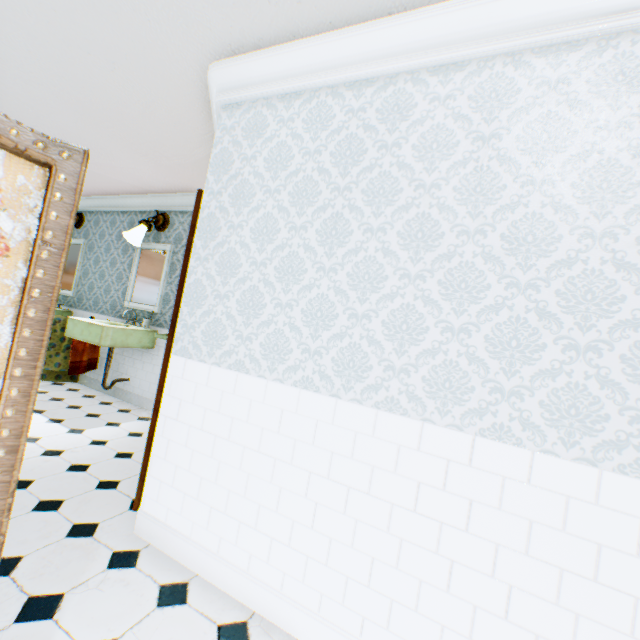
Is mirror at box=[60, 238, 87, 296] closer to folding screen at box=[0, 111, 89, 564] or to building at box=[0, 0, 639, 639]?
building at box=[0, 0, 639, 639]

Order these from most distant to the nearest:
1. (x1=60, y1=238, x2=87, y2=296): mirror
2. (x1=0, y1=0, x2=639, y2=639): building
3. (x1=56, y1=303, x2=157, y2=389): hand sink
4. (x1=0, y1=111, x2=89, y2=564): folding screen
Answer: (x1=60, y1=238, x2=87, y2=296): mirror
(x1=56, y1=303, x2=157, y2=389): hand sink
(x1=0, y1=0, x2=639, y2=639): building
(x1=0, y1=111, x2=89, y2=564): folding screen

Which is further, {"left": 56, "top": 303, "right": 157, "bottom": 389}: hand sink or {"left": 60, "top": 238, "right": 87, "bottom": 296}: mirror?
{"left": 60, "top": 238, "right": 87, "bottom": 296}: mirror

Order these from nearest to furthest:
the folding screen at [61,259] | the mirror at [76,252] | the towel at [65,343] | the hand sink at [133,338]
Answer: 1. the folding screen at [61,259]
2. the hand sink at [133,338]
3. the towel at [65,343]
4. the mirror at [76,252]

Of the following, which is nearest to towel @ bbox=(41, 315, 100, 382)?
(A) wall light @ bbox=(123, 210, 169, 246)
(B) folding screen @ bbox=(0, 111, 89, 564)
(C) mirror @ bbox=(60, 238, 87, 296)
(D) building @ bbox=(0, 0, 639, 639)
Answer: (D) building @ bbox=(0, 0, 639, 639)

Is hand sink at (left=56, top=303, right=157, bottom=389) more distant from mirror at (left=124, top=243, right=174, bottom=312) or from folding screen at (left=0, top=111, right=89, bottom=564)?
folding screen at (left=0, top=111, right=89, bottom=564)

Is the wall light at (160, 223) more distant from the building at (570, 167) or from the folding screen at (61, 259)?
the folding screen at (61, 259)

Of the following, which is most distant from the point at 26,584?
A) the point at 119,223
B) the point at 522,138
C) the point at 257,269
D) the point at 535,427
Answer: the point at 119,223
